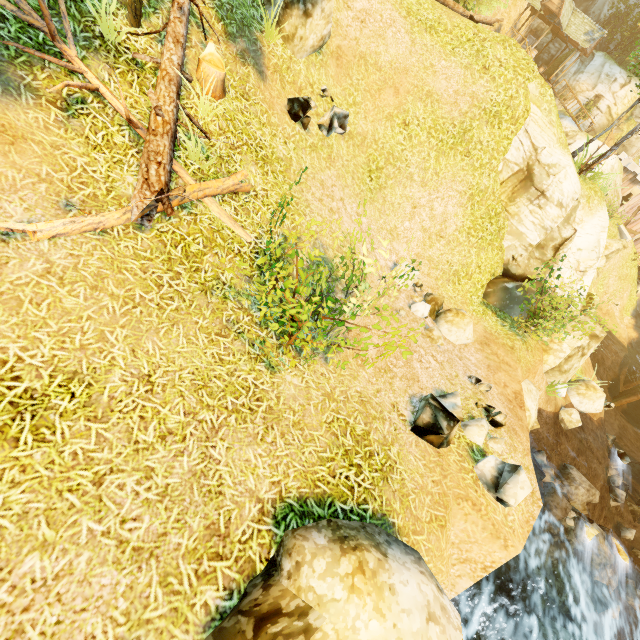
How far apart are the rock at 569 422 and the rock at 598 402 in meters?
1.0

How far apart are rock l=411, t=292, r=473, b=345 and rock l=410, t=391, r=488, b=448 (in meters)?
3.58

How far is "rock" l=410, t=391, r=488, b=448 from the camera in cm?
556

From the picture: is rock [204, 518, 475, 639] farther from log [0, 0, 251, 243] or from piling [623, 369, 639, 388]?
piling [623, 369, 639, 388]

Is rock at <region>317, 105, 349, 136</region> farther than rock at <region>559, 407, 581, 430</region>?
No

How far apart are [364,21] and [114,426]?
12.7 meters

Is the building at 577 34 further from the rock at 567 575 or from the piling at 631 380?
the rock at 567 575

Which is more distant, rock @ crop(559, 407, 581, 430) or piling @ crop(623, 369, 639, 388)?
piling @ crop(623, 369, 639, 388)
